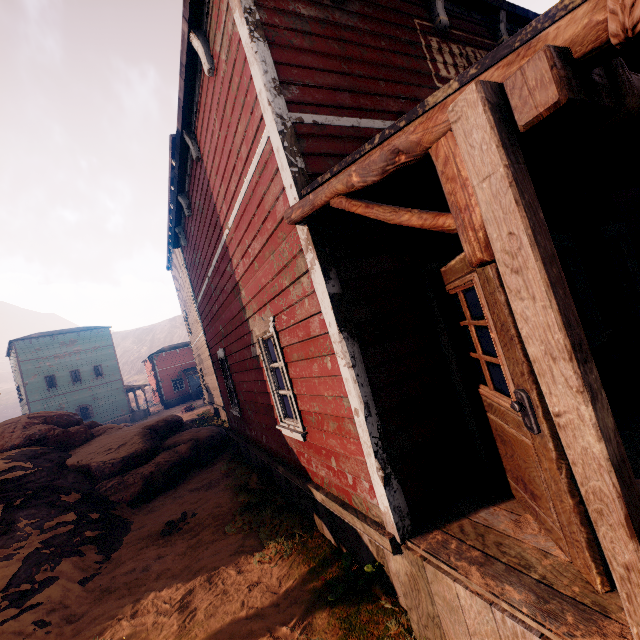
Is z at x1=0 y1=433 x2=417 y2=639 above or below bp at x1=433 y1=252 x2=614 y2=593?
below

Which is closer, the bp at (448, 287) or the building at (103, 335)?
the bp at (448, 287)

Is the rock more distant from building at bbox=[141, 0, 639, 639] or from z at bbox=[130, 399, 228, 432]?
building at bbox=[141, 0, 639, 639]

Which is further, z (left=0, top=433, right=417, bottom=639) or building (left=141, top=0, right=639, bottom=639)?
z (left=0, top=433, right=417, bottom=639)

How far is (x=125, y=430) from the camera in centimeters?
1187cm

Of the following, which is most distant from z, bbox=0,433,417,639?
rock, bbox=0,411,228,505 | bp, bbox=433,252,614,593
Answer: bp, bbox=433,252,614,593

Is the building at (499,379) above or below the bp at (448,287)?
below

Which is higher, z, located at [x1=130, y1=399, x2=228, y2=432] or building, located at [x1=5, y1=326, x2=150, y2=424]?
building, located at [x1=5, y1=326, x2=150, y2=424]
